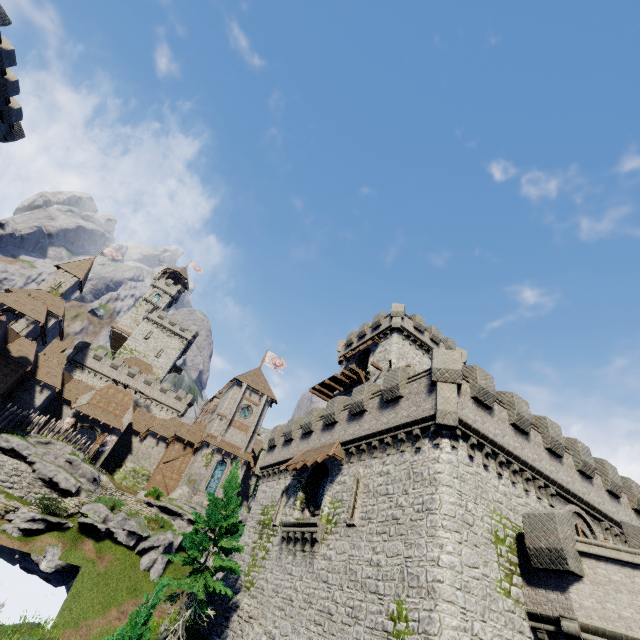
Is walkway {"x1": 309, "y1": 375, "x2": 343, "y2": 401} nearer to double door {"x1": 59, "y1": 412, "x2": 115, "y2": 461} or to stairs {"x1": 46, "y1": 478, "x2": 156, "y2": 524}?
stairs {"x1": 46, "y1": 478, "x2": 156, "y2": 524}

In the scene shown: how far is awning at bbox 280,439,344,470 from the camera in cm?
1897

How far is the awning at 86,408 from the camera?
38.1m

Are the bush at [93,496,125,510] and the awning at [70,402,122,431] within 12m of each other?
no

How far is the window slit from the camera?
15.7m

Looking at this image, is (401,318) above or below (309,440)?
above

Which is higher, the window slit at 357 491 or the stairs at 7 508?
the window slit at 357 491

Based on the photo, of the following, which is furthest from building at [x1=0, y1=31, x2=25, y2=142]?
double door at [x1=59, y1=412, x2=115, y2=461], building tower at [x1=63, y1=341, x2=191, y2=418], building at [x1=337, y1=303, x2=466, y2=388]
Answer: building at [x1=337, y1=303, x2=466, y2=388]
